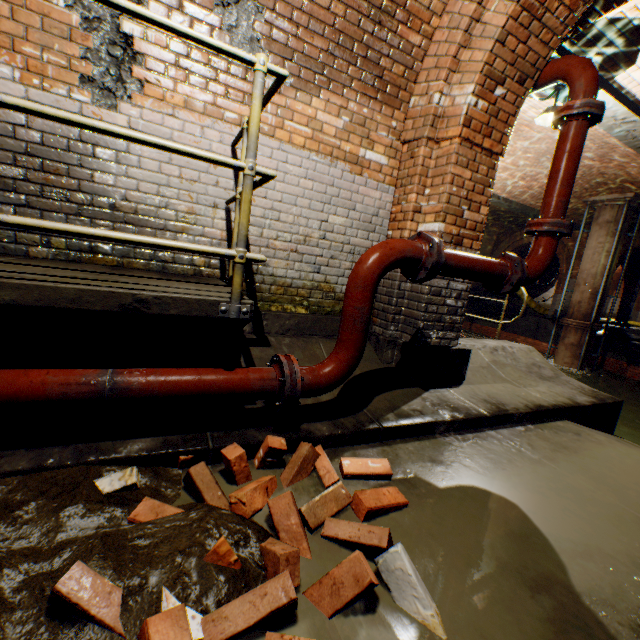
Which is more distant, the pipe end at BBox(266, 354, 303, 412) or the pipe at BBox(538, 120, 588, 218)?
the pipe at BBox(538, 120, 588, 218)

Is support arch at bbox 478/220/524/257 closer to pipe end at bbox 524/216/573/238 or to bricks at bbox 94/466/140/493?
pipe end at bbox 524/216/573/238

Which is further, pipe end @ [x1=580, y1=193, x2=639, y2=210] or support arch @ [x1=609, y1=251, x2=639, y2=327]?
support arch @ [x1=609, y1=251, x2=639, y2=327]

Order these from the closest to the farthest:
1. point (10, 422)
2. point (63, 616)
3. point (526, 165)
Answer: point (63, 616), point (10, 422), point (526, 165)

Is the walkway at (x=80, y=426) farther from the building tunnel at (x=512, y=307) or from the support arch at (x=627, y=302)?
the support arch at (x=627, y=302)

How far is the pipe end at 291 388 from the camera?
2.0 meters

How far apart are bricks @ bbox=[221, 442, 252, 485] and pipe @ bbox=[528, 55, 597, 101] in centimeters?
351cm

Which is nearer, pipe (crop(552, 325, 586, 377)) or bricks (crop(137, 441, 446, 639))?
bricks (crop(137, 441, 446, 639))
